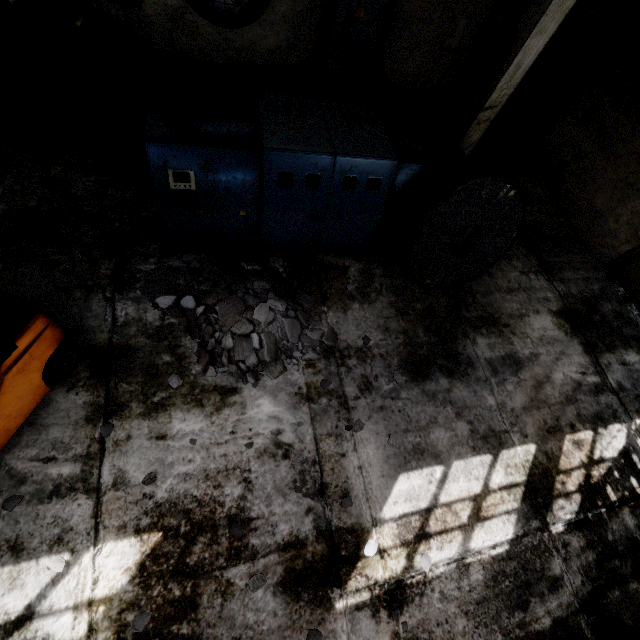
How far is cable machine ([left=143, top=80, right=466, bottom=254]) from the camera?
4.4m

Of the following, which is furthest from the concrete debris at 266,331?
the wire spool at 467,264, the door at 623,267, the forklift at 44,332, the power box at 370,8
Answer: the door at 623,267

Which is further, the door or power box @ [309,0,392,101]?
the door

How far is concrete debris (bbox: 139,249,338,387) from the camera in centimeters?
476cm

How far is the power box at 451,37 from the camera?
8.0 meters

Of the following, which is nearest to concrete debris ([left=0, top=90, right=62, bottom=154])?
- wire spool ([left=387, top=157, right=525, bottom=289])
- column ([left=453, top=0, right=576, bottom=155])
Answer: wire spool ([left=387, top=157, right=525, bottom=289])

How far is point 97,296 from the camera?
4.8m

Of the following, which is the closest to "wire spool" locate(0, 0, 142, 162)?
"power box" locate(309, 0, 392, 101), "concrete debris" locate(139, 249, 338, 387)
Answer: "concrete debris" locate(139, 249, 338, 387)
